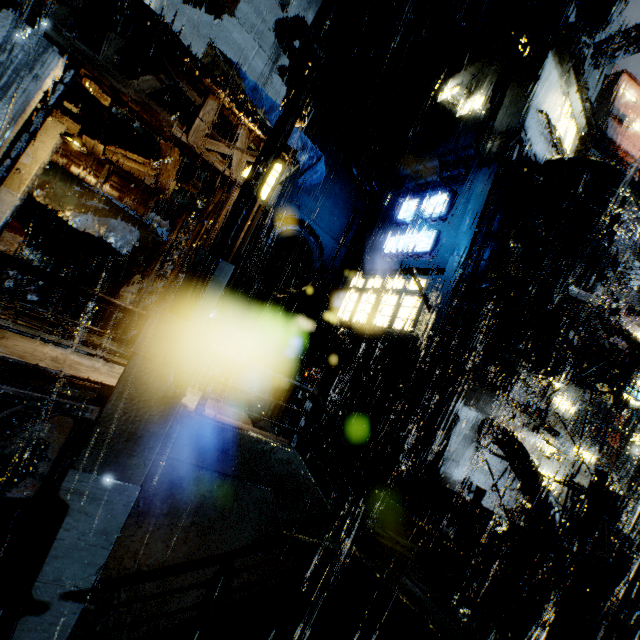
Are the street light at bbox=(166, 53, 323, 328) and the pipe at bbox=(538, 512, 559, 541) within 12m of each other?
no

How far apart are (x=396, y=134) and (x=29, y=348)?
26.4m

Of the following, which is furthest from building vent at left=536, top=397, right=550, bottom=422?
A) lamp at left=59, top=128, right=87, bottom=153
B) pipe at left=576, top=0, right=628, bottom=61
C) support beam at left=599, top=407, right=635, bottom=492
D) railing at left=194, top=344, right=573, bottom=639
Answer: lamp at left=59, top=128, right=87, bottom=153

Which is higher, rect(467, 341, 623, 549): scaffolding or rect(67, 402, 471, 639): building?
rect(467, 341, 623, 549): scaffolding

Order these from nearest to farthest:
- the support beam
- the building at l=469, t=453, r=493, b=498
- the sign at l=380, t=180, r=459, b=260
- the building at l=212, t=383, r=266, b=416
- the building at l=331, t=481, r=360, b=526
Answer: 1. the building at l=331, t=481, r=360, b=526
2. the building at l=212, t=383, r=266, b=416
3. the building at l=469, t=453, r=493, b=498
4. the sign at l=380, t=180, r=459, b=260
5. the support beam

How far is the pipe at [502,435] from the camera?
13.09m

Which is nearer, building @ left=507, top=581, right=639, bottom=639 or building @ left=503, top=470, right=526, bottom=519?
building @ left=507, top=581, right=639, bottom=639

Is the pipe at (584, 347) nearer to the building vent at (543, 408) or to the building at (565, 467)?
the building vent at (543, 408)
